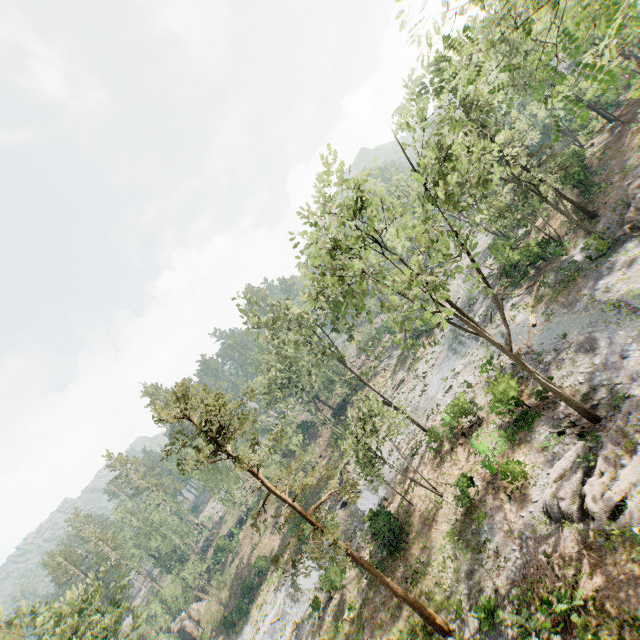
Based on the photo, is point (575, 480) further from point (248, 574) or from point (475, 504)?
point (248, 574)

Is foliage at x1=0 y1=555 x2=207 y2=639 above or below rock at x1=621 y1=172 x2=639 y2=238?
above

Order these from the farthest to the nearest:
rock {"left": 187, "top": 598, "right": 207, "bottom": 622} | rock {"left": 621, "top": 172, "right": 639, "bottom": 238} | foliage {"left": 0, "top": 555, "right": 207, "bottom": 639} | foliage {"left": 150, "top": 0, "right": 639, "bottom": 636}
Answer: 1. rock {"left": 187, "top": 598, "right": 207, "bottom": 622}
2. rock {"left": 621, "top": 172, "right": 639, "bottom": 238}
3. foliage {"left": 0, "top": 555, "right": 207, "bottom": 639}
4. foliage {"left": 150, "top": 0, "right": 639, "bottom": 636}

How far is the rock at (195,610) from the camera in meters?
50.9 m

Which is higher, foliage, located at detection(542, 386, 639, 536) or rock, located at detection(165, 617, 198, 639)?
rock, located at detection(165, 617, 198, 639)

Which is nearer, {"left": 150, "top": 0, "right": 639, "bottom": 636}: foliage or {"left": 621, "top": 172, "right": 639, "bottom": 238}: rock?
{"left": 150, "top": 0, "right": 639, "bottom": 636}: foliage

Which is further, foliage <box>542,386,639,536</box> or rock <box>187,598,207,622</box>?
rock <box>187,598,207,622</box>

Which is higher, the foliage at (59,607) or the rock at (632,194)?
the foliage at (59,607)
